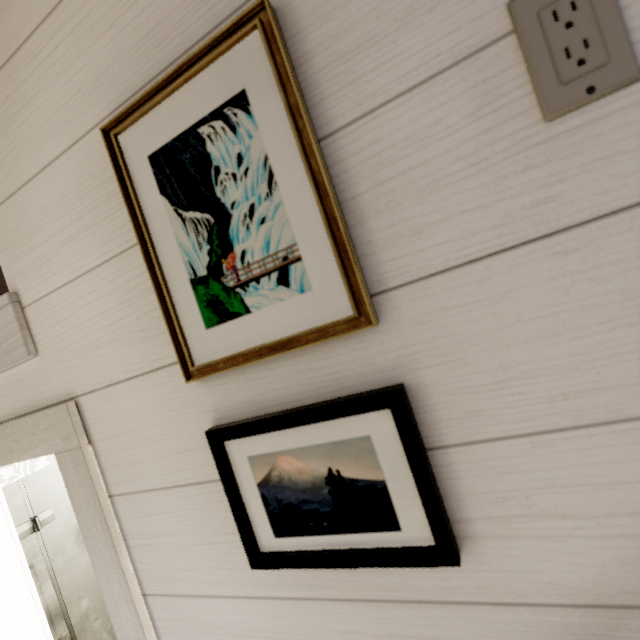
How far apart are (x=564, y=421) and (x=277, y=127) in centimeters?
52cm
